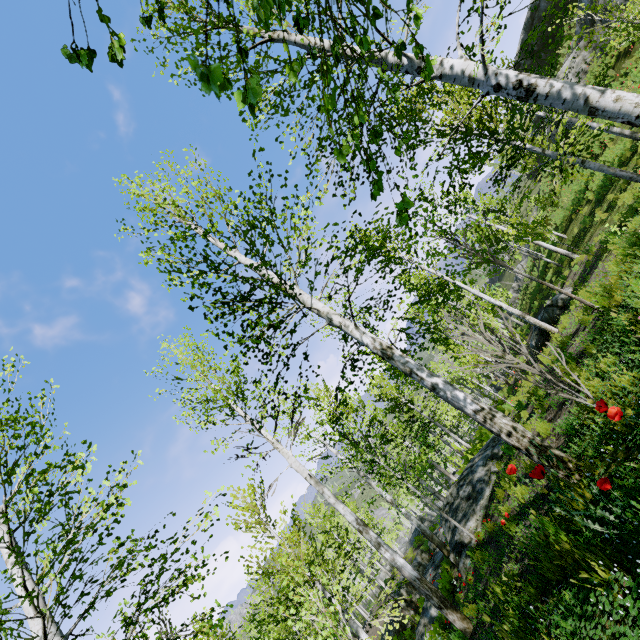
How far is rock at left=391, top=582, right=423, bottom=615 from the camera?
18.5 meters

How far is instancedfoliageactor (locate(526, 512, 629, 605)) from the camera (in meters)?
2.25

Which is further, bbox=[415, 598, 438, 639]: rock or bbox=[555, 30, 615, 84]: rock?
bbox=[555, 30, 615, 84]: rock

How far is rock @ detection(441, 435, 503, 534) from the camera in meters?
10.2 m

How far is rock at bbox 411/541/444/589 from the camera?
14.52m

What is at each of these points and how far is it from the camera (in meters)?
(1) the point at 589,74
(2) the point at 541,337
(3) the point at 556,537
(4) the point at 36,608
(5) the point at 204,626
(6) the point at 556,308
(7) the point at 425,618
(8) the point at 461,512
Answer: (1) rock, 22.30
(2) rock, 14.13
(3) instancedfoliageactor, 3.29
(4) instancedfoliageactor, 4.19
(5) instancedfoliageactor, 4.89
(6) rock, 14.04
(7) rock, 12.65
(8) rock, 11.30

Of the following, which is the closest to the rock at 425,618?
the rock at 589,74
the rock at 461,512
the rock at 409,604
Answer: the rock at 409,604

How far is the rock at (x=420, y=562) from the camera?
14.5m
